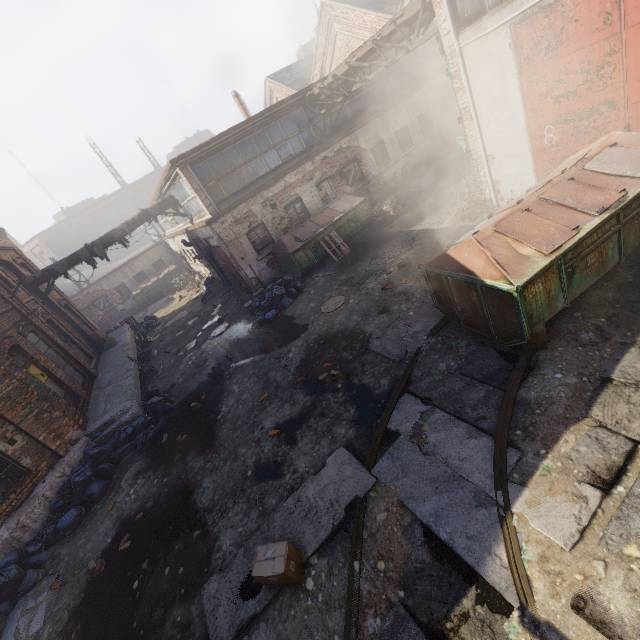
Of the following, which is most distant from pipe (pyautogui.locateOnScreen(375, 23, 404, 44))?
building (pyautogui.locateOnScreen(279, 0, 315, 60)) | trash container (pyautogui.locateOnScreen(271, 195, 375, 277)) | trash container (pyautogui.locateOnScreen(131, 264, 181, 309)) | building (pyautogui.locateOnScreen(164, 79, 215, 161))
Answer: building (pyautogui.locateOnScreen(279, 0, 315, 60))

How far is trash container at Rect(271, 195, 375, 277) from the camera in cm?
1320

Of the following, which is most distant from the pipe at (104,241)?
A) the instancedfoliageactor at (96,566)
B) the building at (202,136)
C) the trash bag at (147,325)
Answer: the building at (202,136)

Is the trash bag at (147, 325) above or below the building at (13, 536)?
below

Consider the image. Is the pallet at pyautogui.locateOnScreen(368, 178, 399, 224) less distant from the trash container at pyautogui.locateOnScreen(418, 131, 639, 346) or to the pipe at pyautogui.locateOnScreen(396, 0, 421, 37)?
the pipe at pyautogui.locateOnScreen(396, 0, 421, 37)

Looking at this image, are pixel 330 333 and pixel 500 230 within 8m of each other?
yes

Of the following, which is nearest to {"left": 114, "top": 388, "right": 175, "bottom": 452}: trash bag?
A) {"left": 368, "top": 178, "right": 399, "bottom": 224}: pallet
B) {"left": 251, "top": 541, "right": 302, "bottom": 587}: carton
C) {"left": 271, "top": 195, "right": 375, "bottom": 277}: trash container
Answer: {"left": 251, "top": 541, "right": 302, "bottom": 587}: carton

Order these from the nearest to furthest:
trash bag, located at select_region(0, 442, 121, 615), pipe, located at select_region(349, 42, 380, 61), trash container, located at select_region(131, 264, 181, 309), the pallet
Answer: trash bag, located at select_region(0, 442, 121, 615) → pipe, located at select_region(349, 42, 380, 61) → the pallet → trash container, located at select_region(131, 264, 181, 309)
